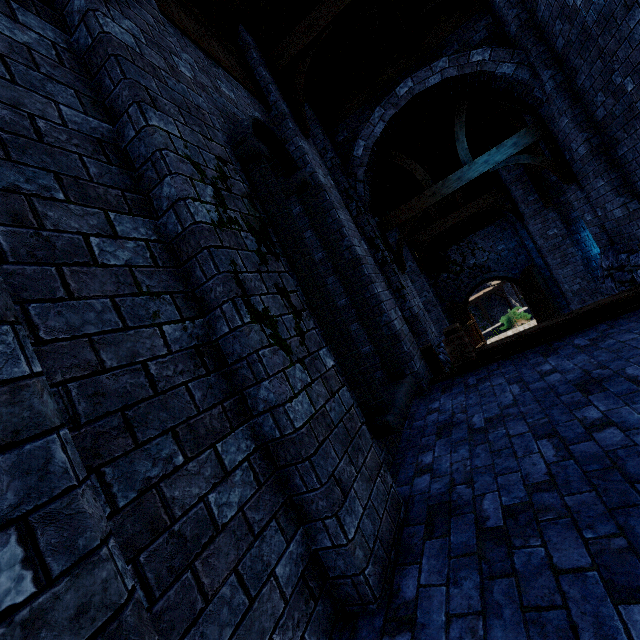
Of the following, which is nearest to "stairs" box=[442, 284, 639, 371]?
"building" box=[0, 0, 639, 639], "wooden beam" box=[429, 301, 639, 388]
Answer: "wooden beam" box=[429, 301, 639, 388]

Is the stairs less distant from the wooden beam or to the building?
the wooden beam

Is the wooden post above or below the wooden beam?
above

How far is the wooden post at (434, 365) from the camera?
6.3m

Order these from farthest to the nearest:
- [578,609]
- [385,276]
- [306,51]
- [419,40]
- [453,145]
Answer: [453,145] → [385,276] → [419,40] → [306,51] → [578,609]

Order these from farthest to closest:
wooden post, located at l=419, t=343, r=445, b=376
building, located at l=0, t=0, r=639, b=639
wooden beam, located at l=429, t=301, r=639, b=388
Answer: wooden post, located at l=419, t=343, r=445, b=376 → wooden beam, located at l=429, t=301, r=639, b=388 → building, located at l=0, t=0, r=639, b=639

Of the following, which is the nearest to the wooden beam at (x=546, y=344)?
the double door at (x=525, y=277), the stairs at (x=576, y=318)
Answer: the stairs at (x=576, y=318)

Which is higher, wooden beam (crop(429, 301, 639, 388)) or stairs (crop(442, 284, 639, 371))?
stairs (crop(442, 284, 639, 371))
